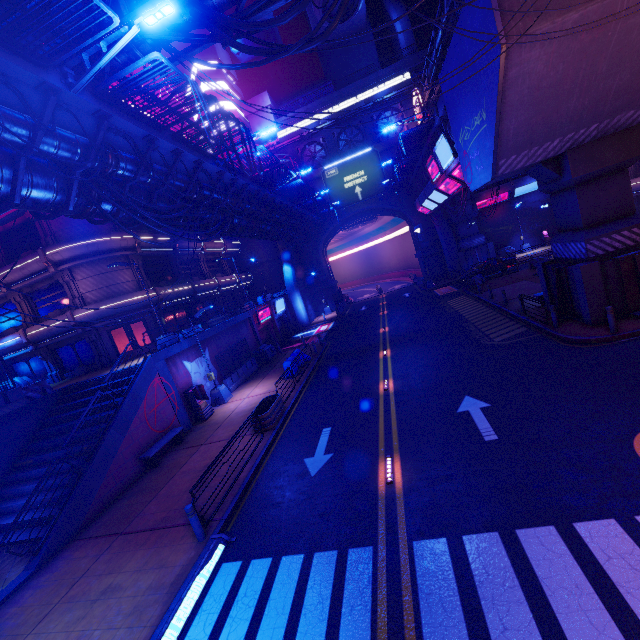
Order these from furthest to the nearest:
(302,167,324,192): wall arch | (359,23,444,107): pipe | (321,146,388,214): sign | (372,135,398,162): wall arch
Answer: (302,167,324,192): wall arch → (321,146,388,214): sign → (372,135,398,162): wall arch → (359,23,444,107): pipe

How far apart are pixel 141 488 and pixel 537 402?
15.1 meters

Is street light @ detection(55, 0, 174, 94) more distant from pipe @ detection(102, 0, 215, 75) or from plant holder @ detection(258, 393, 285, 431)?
plant holder @ detection(258, 393, 285, 431)

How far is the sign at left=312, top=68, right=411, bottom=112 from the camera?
38.97m

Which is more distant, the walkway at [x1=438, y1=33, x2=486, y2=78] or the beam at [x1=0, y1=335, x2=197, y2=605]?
the walkway at [x1=438, y1=33, x2=486, y2=78]

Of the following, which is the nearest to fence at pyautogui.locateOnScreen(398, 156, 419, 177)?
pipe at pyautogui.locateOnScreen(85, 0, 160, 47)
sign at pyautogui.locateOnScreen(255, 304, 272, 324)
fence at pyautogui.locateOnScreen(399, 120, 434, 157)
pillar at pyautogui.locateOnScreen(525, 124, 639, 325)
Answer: fence at pyautogui.locateOnScreen(399, 120, 434, 157)

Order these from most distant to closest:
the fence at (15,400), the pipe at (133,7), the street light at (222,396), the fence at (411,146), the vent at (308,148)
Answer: the vent at (308,148) < the fence at (411,146) < the street light at (222,396) < the fence at (15,400) < the pipe at (133,7)

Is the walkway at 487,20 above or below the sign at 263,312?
above
